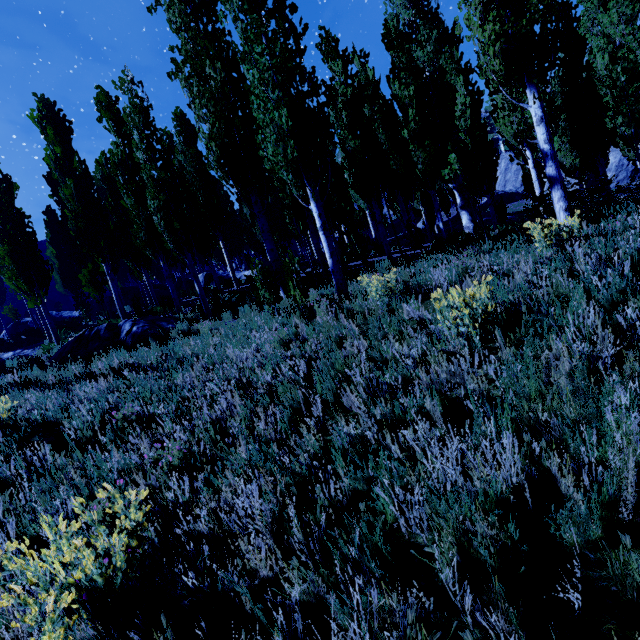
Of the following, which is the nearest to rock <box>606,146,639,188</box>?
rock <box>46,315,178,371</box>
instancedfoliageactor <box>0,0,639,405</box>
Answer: instancedfoliageactor <box>0,0,639,405</box>

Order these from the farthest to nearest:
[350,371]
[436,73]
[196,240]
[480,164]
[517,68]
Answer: [436,73]
[480,164]
[196,240]
[517,68]
[350,371]

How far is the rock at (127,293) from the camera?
27.5 meters

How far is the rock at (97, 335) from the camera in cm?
965

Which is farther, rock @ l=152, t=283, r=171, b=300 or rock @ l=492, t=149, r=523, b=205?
rock @ l=492, t=149, r=523, b=205

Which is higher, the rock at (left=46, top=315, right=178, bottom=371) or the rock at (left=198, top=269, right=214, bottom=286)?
the rock at (left=198, top=269, right=214, bottom=286)

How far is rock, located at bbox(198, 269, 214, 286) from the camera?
25.8 meters
